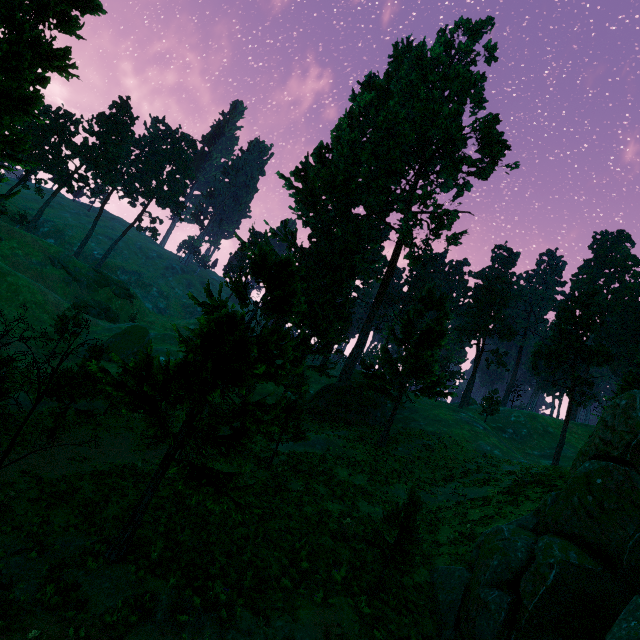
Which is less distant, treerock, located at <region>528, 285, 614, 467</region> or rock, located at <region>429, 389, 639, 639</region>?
rock, located at <region>429, 389, 639, 639</region>

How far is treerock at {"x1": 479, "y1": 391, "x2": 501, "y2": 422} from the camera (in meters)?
48.17

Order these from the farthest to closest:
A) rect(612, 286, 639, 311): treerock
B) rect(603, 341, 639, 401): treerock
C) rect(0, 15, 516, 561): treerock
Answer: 1. rect(612, 286, 639, 311): treerock
2. rect(603, 341, 639, 401): treerock
3. rect(0, 15, 516, 561): treerock

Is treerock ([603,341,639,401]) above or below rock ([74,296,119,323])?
above

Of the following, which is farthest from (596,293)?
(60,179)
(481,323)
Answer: (60,179)

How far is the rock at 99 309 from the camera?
52.3 meters

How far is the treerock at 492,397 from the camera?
48.2 meters
